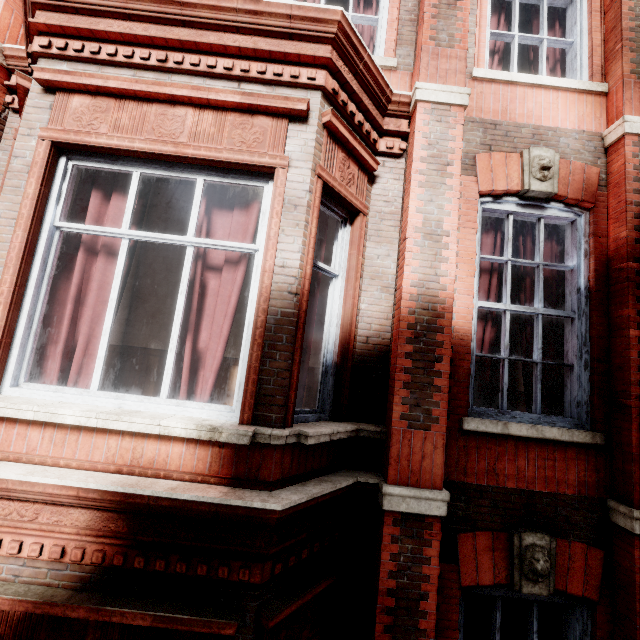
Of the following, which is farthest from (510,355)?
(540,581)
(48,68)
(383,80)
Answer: (48,68)
